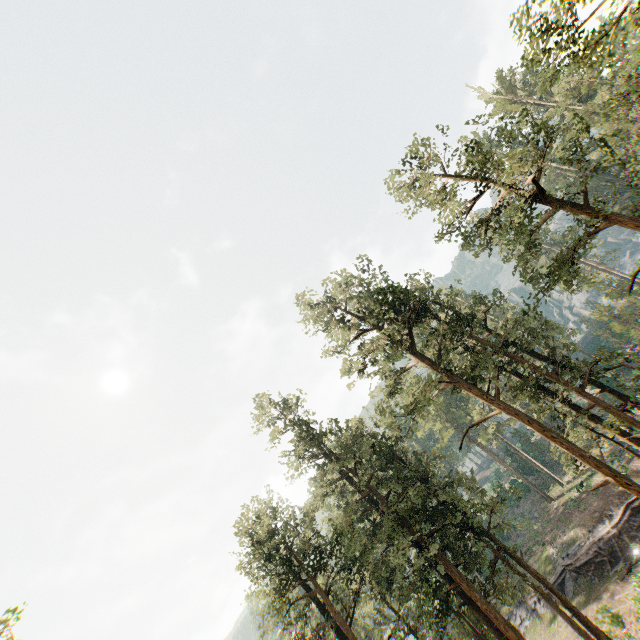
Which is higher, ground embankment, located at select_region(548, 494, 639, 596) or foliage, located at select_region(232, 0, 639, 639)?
foliage, located at select_region(232, 0, 639, 639)

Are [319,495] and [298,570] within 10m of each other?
yes

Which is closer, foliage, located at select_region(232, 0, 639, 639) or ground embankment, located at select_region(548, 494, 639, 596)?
foliage, located at select_region(232, 0, 639, 639)

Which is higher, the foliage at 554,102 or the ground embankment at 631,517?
the foliage at 554,102

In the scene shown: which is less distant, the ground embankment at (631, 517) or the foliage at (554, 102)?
the foliage at (554, 102)
